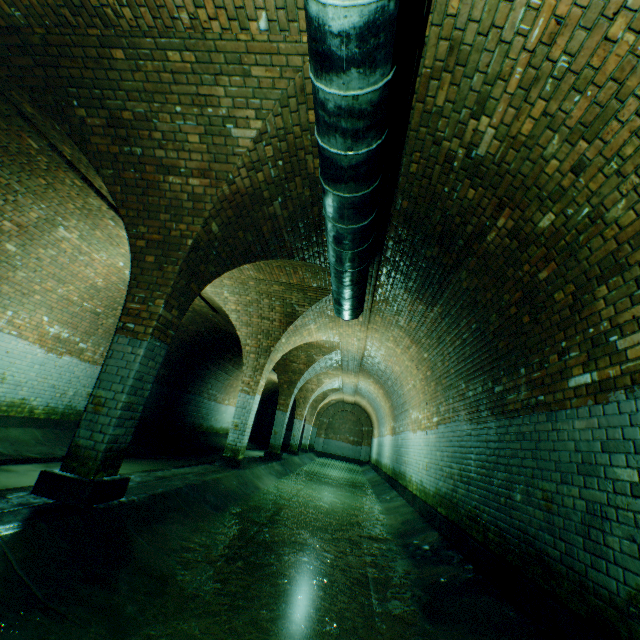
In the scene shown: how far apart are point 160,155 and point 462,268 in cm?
426

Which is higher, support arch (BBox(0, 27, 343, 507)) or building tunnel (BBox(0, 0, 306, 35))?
building tunnel (BBox(0, 0, 306, 35))

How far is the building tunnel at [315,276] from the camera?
6.9m

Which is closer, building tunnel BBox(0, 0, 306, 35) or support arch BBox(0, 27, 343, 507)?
building tunnel BBox(0, 0, 306, 35)

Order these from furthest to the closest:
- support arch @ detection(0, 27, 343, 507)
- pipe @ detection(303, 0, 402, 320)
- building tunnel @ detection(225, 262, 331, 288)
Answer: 1. building tunnel @ detection(225, 262, 331, 288)
2. support arch @ detection(0, 27, 343, 507)
3. pipe @ detection(303, 0, 402, 320)

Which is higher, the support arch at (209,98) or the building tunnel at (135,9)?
the building tunnel at (135,9)

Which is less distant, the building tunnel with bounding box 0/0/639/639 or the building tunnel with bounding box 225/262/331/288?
the building tunnel with bounding box 0/0/639/639
